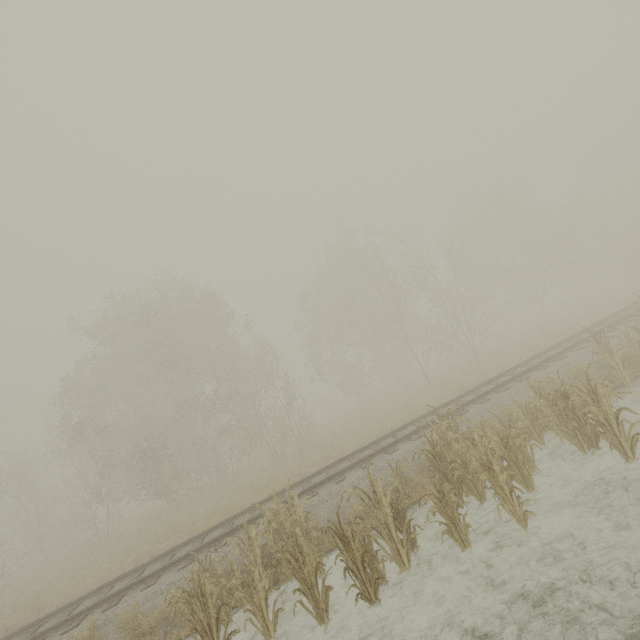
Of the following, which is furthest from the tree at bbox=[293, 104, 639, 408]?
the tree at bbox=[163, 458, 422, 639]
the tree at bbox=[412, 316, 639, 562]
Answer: the tree at bbox=[163, 458, 422, 639]

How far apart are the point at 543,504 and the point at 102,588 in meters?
12.9

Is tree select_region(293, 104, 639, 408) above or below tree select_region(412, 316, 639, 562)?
above

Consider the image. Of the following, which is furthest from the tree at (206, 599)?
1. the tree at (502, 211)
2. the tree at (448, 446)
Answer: the tree at (502, 211)

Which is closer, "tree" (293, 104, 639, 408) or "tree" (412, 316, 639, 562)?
"tree" (412, 316, 639, 562)
